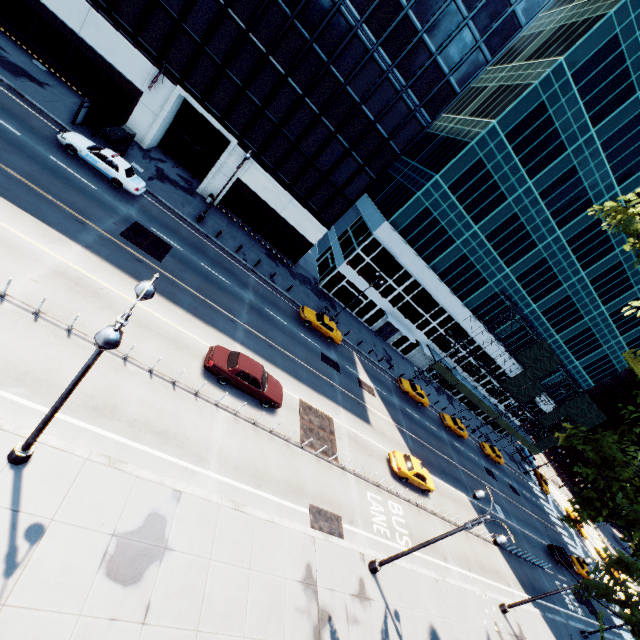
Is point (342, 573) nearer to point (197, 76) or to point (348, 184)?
point (348, 184)

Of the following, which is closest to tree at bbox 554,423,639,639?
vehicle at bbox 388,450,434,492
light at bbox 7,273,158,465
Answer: light at bbox 7,273,158,465

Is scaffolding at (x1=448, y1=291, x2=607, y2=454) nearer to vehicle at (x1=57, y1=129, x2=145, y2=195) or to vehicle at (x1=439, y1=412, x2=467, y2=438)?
vehicle at (x1=439, y1=412, x2=467, y2=438)

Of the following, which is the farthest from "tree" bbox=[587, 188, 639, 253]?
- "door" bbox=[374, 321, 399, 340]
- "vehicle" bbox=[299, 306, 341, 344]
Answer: "door" bbox=[374, 321, 399, 340]

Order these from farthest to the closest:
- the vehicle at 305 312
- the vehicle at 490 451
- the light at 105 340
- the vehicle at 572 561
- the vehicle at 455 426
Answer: the vehicle at 490 451 < the vehicle at 455 426 < the vehicle at 572 561 < the vehicle at 305 312 < the light at 105 340

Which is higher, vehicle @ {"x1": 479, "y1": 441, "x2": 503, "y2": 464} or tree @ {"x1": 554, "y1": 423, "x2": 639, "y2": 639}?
tree @ {"x1": 554, "y1": 423, "x2": 639, "y2": 639}

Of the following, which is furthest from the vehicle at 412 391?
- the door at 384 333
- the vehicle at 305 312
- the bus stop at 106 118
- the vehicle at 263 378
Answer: the bus stop at 106 118

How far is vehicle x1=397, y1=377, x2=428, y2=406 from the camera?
37.2m
